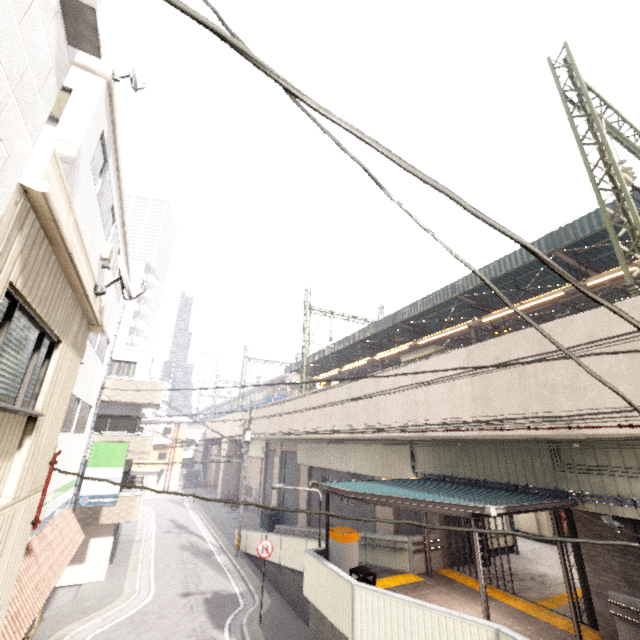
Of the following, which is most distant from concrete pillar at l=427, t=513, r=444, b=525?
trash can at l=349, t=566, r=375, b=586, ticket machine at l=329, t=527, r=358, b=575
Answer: trash can at l=349, t=566, r=375, b=586

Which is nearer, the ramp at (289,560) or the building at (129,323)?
the ramp at (289,560)

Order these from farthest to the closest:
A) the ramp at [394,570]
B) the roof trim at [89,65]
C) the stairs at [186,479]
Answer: the stairs at [186,479]
the ramp at [394,570]
the roof trim at [89,65]

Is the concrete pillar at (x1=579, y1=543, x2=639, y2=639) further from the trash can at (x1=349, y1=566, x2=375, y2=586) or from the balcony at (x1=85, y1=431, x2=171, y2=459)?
the balcony at (x1=85, y1=431, x2=171, y2=459)

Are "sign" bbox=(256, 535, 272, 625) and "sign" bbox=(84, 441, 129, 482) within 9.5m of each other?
yes

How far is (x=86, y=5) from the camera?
2.6 meters

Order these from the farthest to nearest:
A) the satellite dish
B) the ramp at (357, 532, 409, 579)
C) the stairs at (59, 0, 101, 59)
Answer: the ramp at (357, 532, 409, 579), the satellite dish, the stairs at (59, 0, 101, 59)

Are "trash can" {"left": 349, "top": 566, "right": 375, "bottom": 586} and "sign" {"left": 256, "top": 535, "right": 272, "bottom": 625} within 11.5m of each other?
yes
